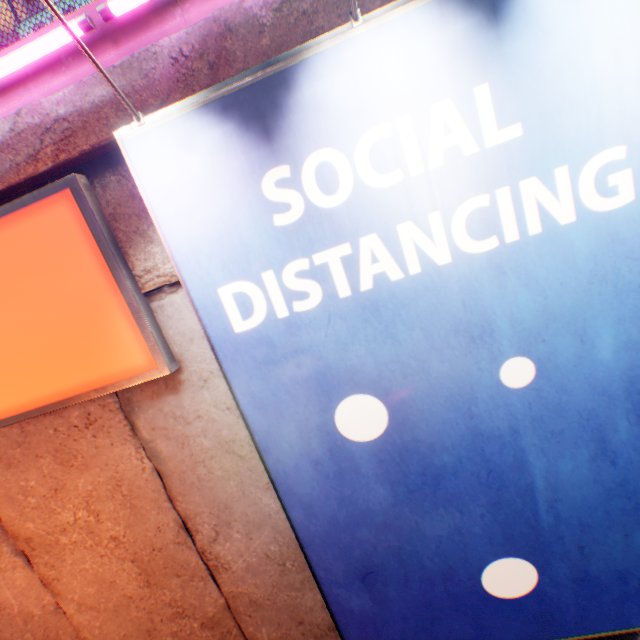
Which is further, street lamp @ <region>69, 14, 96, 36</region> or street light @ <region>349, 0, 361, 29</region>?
street lamp @ <region>69, 14, 96, 36</region>

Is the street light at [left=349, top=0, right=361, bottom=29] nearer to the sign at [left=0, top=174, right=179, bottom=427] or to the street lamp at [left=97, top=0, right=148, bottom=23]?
the street lamp at [left=97, top=0, right=148, bottom=23]

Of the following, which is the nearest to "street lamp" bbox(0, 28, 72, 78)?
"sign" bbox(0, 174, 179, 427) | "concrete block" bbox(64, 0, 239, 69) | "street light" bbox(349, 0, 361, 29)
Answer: "concrete block" bbox(64, 0, 239, 69)

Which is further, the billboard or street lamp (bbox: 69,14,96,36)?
street lamp (bbox: 69,14,96,36)

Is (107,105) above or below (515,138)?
above

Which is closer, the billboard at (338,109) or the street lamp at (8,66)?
the billboard at (338,109)

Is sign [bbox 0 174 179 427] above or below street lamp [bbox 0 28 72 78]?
below

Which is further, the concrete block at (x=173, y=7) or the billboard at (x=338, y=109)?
the concrete block at (x=173, y=7)
